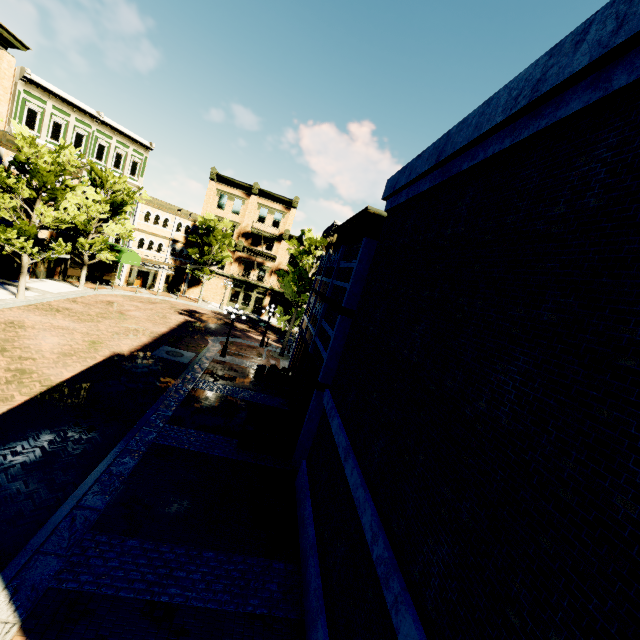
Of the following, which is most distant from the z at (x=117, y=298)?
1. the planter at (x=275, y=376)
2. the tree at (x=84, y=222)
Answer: the planter at (x=275, y=376)

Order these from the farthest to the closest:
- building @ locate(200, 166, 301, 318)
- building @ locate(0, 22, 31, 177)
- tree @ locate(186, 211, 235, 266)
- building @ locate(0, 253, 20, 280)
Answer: building @ locate(200, 166, 301, 318)
tree @ locate(186, 211, 235, 266)
building @ locate(0, 253, 20, 280)
building @ locate(0, 22, 31, 177)

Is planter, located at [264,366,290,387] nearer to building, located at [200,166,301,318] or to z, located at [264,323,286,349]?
z, located at [264,323,286,349]

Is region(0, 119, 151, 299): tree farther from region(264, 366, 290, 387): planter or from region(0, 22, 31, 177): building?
region(264, 366, 290, 387): planter

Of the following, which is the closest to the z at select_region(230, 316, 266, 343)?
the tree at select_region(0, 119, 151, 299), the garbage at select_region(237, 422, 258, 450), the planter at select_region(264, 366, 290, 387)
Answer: the tree at select_region(0, 119, 151, 299)

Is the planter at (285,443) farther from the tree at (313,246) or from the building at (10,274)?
the building at (10,274)

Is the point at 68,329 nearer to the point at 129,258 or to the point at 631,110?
the point at 129,258

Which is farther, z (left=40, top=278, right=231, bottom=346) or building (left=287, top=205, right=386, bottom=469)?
z (left=40, top=278, right=231, bottom=346)
